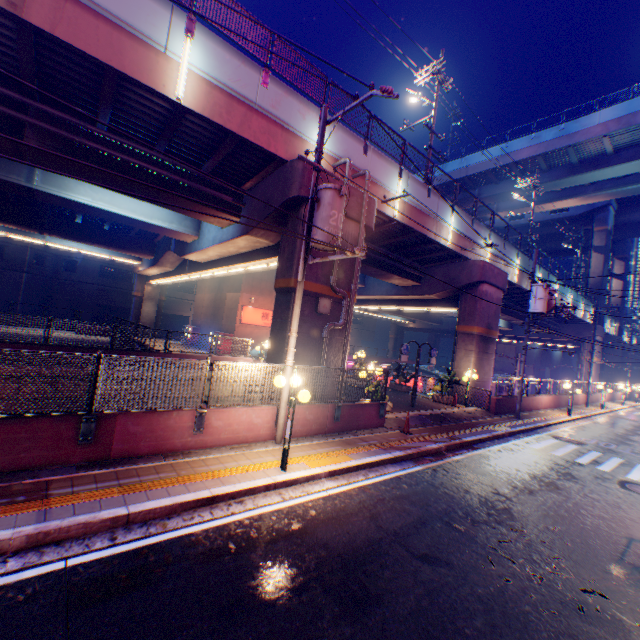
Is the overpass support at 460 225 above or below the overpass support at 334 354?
above

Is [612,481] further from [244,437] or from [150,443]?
[150,443]

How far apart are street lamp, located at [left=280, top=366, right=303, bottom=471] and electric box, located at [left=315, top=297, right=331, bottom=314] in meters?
4.1

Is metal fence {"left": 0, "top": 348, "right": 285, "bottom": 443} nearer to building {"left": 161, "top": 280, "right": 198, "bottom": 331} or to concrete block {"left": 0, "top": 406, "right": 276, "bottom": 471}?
concrete block {"left": 0, "top": 406, "right": 276, "bottom": 471}

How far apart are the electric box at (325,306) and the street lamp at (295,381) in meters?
4.1 m

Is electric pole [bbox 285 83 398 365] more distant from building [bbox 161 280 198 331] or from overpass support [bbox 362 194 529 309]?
building [bbox 161 280 198 331]

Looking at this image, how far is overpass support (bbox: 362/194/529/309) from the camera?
16.0 meters

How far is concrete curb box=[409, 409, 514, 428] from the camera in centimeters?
1380cm
